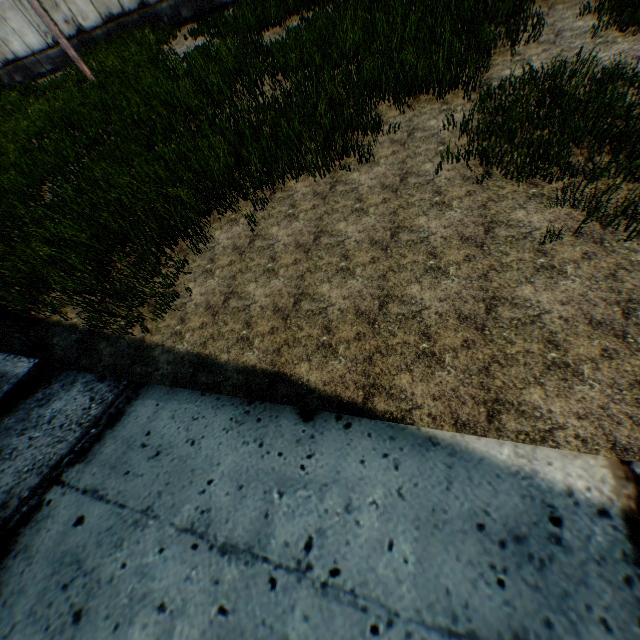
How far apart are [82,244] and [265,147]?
3.29m
